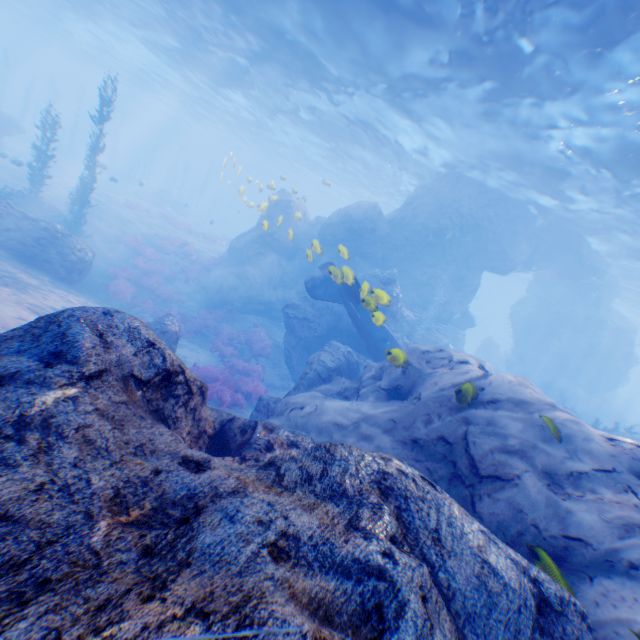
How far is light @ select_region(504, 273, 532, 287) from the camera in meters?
47.1

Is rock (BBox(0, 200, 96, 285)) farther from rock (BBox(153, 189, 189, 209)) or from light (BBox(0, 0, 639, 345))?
rock (BBox(153, 189, 189, 209))

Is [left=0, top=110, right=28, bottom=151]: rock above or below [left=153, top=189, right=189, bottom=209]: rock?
above

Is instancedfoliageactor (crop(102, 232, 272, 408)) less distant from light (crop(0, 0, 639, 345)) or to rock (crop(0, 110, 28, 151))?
rock (crop(0, 110, 28, 151))

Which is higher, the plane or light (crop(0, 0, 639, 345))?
light (crop(0, 0, 639, 345))

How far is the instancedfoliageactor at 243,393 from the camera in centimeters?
1172cm

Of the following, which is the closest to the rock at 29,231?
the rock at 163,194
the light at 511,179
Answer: the light at 511,179

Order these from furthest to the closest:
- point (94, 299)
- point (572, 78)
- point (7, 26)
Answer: point (7, 26) → point (94, 299) → point (572, 78)
